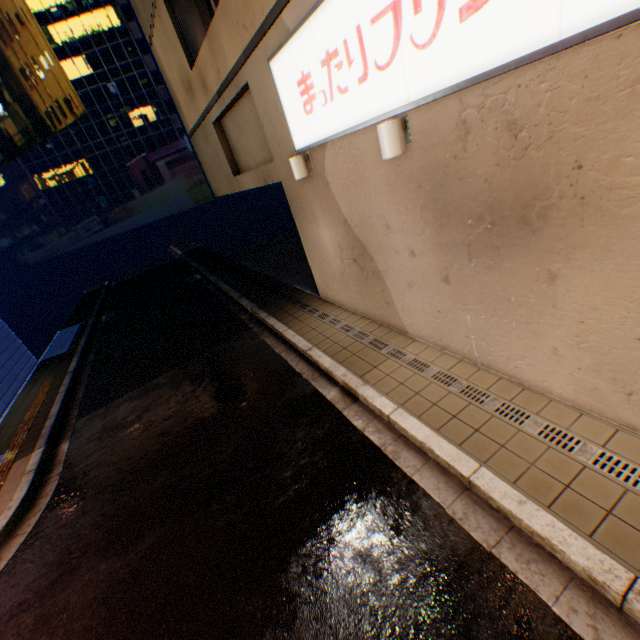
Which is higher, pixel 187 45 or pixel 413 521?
pixel 187 45

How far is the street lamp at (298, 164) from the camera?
6.2m

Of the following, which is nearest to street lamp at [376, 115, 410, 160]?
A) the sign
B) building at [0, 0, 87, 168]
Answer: the sign

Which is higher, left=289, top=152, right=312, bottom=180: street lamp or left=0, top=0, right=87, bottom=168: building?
left=0, top=0, right=87, bottom=168: building

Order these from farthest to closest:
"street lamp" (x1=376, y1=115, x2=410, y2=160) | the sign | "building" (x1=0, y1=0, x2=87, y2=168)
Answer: "building" (x1=0, y1=0, x2=87, y2=168) → "street lamp" (x1=376, y1=115, x2=410, y2=160) → the sign

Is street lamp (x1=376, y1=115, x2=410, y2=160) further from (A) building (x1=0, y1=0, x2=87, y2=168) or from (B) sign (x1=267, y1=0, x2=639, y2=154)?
(A) building (x1=0, y1=0, x2=87, y2=168)

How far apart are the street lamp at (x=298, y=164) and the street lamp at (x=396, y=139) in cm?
245

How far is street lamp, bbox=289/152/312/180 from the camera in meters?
6.2
